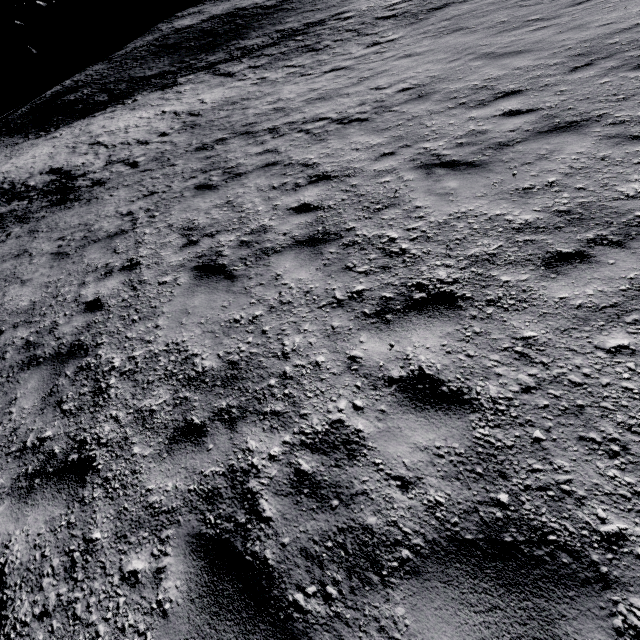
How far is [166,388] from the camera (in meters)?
3.70

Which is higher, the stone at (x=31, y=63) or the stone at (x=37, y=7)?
the stone at (x=37, y=7)

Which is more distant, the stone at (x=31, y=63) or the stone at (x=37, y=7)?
the stone at (x=37, y=7)

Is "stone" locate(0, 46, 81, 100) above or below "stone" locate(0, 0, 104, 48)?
below

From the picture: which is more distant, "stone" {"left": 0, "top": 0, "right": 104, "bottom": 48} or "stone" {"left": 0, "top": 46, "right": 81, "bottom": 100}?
"stone" {"left": 0, "top": 0, "right": 104, "bottom": 48}
